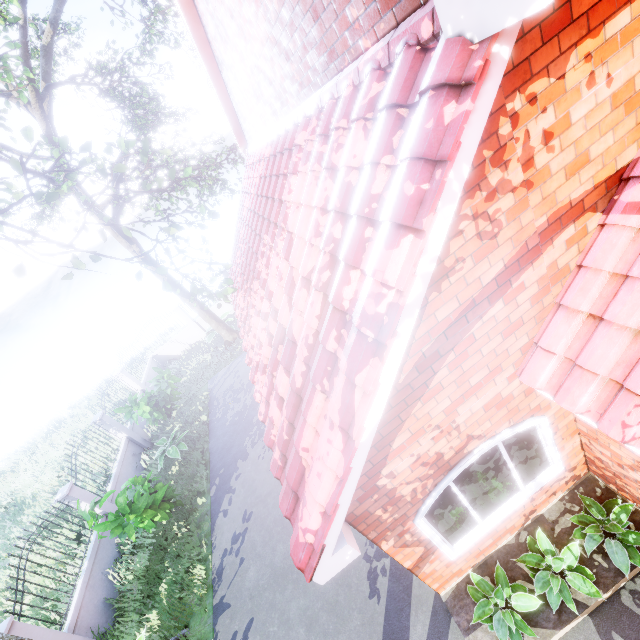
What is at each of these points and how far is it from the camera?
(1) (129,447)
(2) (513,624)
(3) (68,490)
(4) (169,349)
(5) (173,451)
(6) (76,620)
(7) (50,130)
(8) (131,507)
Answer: (1) fence, 12.2 meters
(2) plant, 4.0 meters
(3) fence, 9.0 meters
(4) fence, 18.5 meters
(5) plant, 10.9 meters
(6) fence, 7.3 meters
(7) tree, 10.8 meters
(8) plant, 7.7 meters

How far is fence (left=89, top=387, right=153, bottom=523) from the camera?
9.9 meters

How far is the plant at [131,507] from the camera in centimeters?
759cm

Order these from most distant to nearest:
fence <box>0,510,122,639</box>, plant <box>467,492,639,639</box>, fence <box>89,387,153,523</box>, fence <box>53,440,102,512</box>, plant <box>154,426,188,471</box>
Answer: plant <box>154,426,188,471</box> → fence <box>89,387,153,523</box> → fence <box>53,440,102,512</box> → fence <box>0,510,122,639</box> → plant <box>467,492,639,639</box>

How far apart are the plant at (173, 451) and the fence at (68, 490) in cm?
176

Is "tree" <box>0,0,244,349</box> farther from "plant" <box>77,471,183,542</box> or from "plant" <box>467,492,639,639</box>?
"plant" <box>467,492,639,639</box>

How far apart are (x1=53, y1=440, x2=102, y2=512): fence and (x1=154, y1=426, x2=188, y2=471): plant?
1.8 meters

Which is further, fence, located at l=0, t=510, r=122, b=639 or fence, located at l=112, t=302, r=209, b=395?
fence, located at l=112, t=302, r=209, b=395
